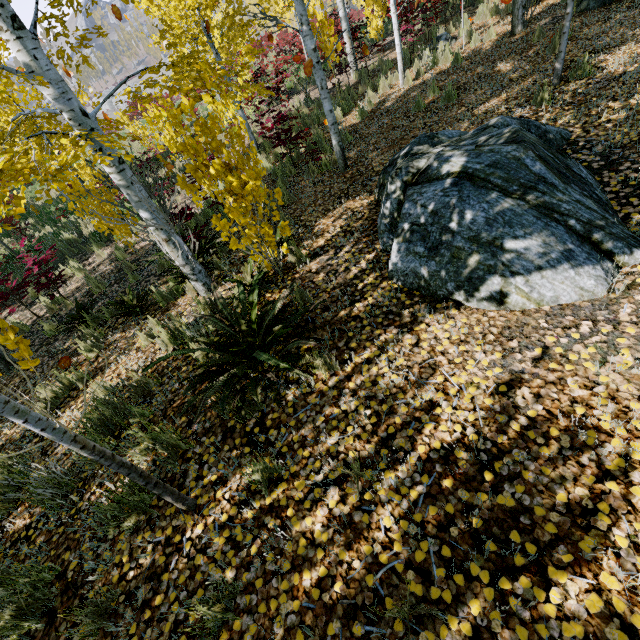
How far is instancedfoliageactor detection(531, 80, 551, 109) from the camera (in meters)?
5.01

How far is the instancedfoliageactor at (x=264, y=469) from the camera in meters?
2.3

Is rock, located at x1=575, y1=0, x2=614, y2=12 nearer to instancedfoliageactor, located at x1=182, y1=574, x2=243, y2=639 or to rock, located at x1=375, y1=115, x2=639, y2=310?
instancedfoliageactor, located at x1=182, y1=574, x2=243, y2=639

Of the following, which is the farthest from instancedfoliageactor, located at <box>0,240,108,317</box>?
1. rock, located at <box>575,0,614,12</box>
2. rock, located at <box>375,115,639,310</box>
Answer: rock, located at <box>375,115,639,310</box>

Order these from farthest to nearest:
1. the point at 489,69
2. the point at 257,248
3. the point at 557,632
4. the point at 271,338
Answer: the point at 489,69
the point at 257,248
the point at 271,338
the point at 557,632

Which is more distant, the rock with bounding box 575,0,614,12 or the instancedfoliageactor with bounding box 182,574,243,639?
the rock with bounding box 575,0,614,12

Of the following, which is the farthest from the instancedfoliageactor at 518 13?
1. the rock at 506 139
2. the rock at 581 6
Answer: the rock at 506 139

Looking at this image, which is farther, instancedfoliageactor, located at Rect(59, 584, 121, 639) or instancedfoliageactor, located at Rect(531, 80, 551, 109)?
instancedfoliageactor, located at Rect(531, 80, 551, 109)
